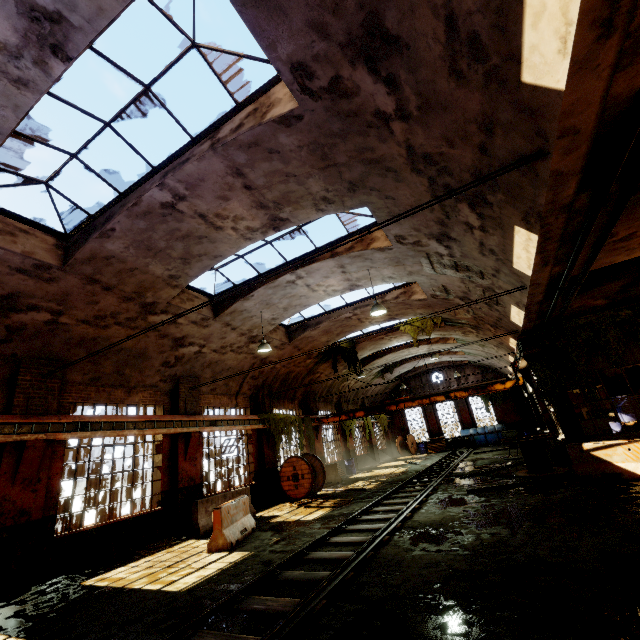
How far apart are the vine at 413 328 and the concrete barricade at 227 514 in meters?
11.5

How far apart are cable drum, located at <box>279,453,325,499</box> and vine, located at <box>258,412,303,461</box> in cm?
38

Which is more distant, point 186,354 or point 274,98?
point 186,354

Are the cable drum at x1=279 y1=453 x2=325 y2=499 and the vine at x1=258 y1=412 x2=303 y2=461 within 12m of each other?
yes

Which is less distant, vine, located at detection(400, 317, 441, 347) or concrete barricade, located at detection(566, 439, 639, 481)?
concrete barricade, located at detection(566, 439, 639, 481)

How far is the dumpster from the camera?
27.12m

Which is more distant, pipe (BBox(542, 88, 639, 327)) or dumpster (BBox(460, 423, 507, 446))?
dumpster (BBox(460, 423, 507, 446))

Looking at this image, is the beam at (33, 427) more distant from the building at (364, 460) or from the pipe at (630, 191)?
the pipe at (630, 191)
